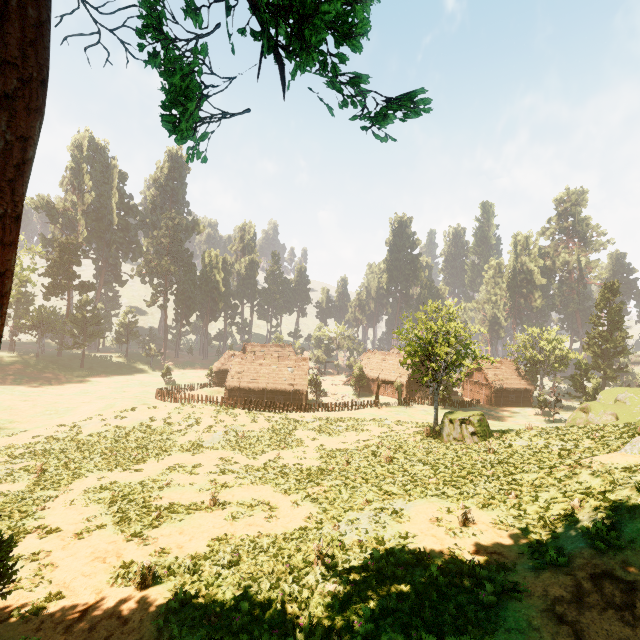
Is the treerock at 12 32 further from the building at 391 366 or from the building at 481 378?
the building at 481 378

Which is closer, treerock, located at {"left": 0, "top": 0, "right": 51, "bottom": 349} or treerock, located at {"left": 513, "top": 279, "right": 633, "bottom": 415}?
treerock, located at {"left": 0, "top": 0, "right": 51, "bottom": 349}

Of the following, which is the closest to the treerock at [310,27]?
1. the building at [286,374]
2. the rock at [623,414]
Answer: the building at [286,374]

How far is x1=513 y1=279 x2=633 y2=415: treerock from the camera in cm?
5338

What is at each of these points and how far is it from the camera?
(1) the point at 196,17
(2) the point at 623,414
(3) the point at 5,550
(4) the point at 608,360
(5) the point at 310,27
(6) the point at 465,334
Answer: (1) treerock, 4.1m
(2) rock, 26.2m
(3) treerock, 8.3m
(4) treerock, 59.2m
(5) treerock, 3.8m
(6) treerock, 43.4m

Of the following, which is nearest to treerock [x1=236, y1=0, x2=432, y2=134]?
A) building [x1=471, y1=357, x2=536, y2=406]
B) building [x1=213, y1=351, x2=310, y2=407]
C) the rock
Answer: building [x1=213, y1=351, x2=310, y2=407]

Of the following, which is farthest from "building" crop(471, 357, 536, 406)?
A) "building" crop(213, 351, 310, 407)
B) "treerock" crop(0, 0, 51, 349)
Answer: "building" crop(213, 351, 310, 407)

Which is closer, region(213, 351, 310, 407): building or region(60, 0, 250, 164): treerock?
region(60, 0, 250, 164): treerock
